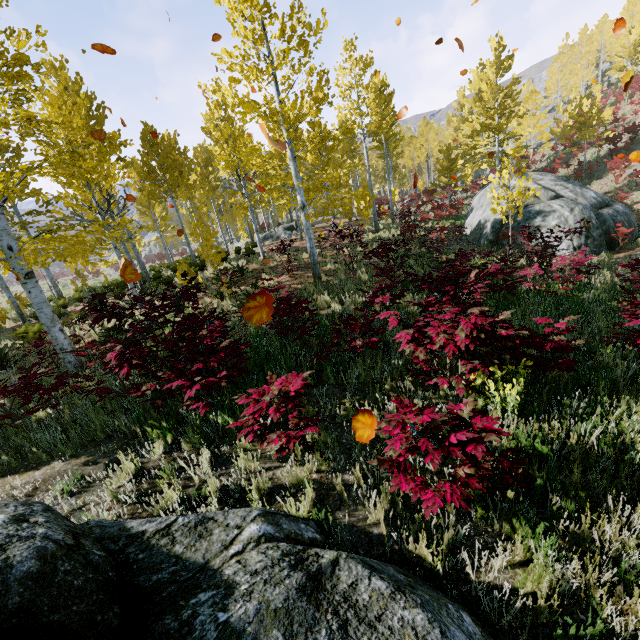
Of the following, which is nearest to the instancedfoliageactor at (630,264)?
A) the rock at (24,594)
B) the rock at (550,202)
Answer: the rock at (24,594)

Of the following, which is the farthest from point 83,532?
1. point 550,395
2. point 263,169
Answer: point 263,169

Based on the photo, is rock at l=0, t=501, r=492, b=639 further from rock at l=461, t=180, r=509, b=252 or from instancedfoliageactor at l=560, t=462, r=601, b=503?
rock at l=461, t=180, r=509, b=252

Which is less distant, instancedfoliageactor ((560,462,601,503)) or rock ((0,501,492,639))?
rock ((0,501,492,639))

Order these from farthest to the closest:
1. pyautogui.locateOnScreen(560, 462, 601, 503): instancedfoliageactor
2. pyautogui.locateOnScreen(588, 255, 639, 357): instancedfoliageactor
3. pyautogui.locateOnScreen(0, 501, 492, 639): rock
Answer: pyautogui.locateOnScreen(588, 255, 639, 357): instancedfoliageactor, pyautogui.locateOnScreen(560, 462, 601, 503): instancedfoliageactor, pyautogui.locateOnScreen(0, 501, 492, 639): rock
